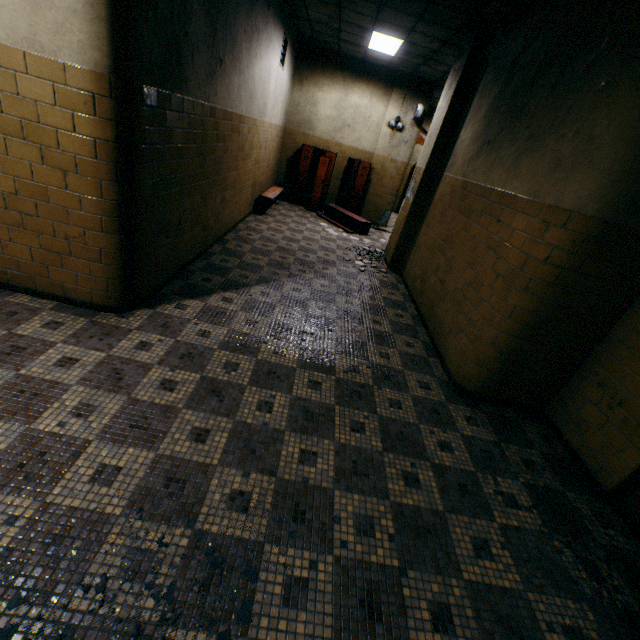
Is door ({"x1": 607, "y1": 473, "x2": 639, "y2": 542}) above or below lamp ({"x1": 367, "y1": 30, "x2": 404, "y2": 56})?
below

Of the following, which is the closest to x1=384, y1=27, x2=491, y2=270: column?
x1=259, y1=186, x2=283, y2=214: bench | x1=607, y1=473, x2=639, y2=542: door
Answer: x1=259, y1=186, x2=283, y2=214: bench

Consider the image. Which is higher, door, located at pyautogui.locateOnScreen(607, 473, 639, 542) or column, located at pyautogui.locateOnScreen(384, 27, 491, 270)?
column, located at pyautogui.locateOnScreen(384, 27, 491, 270)

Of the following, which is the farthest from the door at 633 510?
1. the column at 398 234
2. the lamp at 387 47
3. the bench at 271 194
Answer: the bench at 271 194

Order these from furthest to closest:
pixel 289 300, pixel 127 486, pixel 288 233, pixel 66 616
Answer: pixel 288 233
pixel 289 300
pixel 127 486
pixel 66 616

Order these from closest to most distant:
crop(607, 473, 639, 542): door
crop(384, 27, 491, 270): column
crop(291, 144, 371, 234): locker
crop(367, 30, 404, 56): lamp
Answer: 1. crop(607, 473, 639, 542): door
2. crop(384, 27, 491, 270): column
3. crop(367, 30, 404, 56): lamp
4. crop(291, 144, 371, 234): locker

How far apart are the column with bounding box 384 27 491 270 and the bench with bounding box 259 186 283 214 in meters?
3.0

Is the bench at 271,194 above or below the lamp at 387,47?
below
